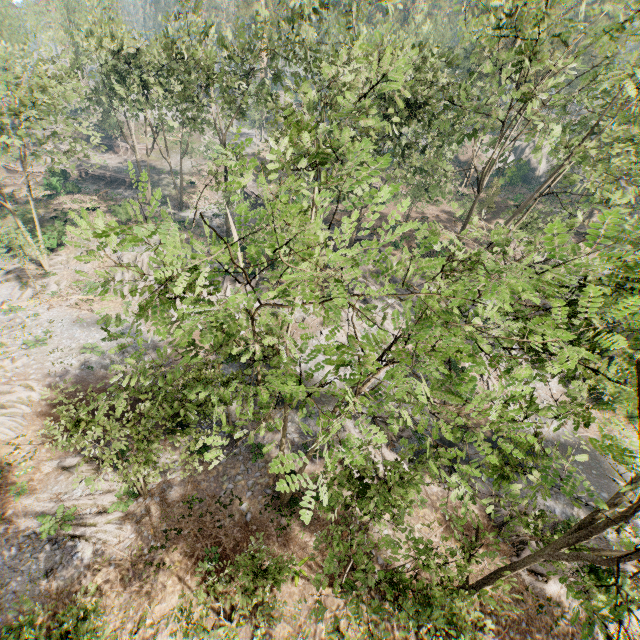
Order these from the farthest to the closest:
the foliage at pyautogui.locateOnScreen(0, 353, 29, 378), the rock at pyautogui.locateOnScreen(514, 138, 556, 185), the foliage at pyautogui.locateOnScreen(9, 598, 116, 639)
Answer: the rock at pyautogui.locateOnScreen(514, 138, 556, 185), the foliage at pyautogui.locateOnScreen(0, 353, 29, 378), the foliage at pyautogui.locateOnScreen(9, 598, 116, 639)

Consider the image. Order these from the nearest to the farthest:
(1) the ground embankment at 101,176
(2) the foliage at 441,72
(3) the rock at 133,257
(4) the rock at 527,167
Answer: (2) the foliage at 441,72 → (3) the rock at 133,257 → (1) the ground embankment at 101,176 → (4) the rock at 527,167

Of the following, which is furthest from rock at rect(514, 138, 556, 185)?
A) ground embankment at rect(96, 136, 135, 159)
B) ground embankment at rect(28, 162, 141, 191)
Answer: ground embankment at rect(96, 136, 135, 159)

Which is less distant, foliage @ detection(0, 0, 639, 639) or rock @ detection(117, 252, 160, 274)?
foliage @ detection(0, 0, 639, 639)

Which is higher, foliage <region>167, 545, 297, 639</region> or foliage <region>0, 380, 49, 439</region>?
foliage <region>167, 545, 297, 639</region>

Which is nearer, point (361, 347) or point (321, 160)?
point (361, 347)

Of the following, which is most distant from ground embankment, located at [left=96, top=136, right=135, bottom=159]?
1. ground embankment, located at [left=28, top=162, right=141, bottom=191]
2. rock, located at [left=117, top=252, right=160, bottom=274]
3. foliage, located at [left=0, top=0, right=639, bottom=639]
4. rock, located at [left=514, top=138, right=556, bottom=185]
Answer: rock, located at [left=514, top=138, right=556, bottom=185]

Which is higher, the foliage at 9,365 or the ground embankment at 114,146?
the ground embankment at 114,146
